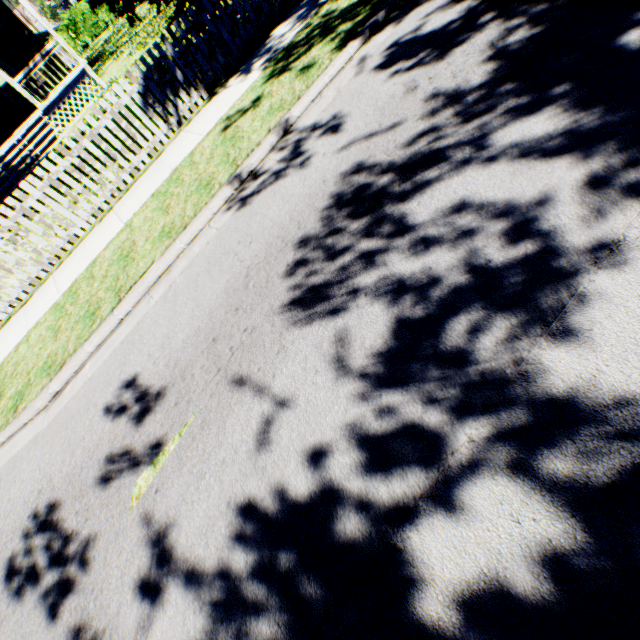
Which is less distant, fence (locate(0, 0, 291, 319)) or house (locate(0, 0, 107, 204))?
fence (locate(0, 0, 291, 319))

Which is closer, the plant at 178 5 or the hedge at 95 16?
the plant at 178 5

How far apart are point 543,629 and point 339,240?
3.1 meters

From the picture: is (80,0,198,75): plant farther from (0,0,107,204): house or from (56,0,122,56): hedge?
(56,0,122,56): hedge

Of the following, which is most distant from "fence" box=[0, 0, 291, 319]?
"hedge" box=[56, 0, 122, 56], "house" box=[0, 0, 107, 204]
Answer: "house" box=[0, 0, 107, 204]

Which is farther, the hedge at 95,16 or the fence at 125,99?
the hedge at 95,16

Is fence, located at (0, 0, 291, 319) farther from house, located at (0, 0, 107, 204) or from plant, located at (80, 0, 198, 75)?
house, located at (0, 0, 107, 204)
